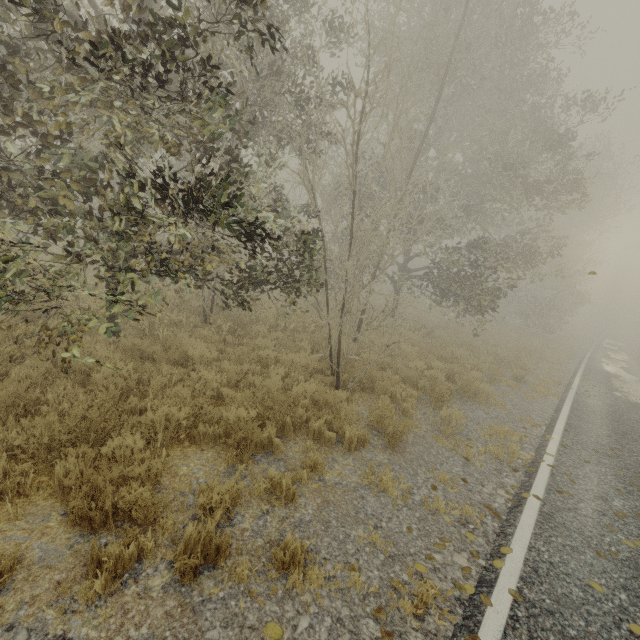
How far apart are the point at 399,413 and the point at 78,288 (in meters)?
6.37
